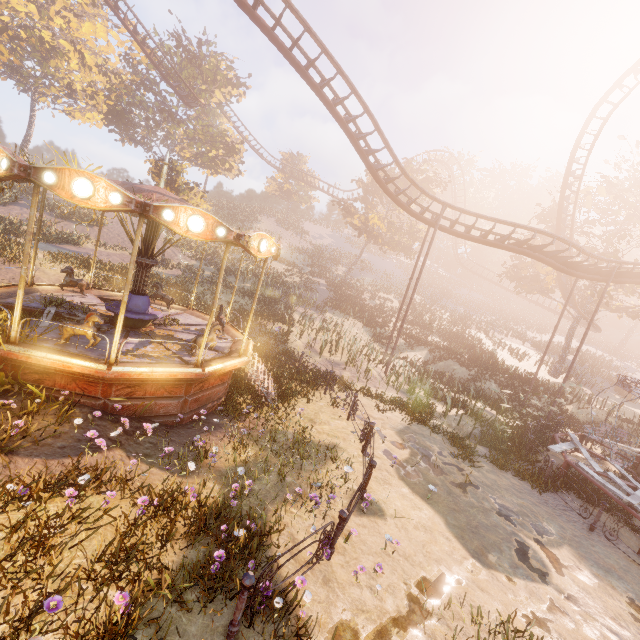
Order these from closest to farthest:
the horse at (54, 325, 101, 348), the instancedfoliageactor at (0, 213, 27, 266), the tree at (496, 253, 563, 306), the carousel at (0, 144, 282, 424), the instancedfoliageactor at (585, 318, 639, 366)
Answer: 1. the carousel at (0, 144, 282, 424)
2. the horse at (54, 325, 101, 348)
3. the instancedfoliageactor at (0, 213, 27, 266)
4. the tree at (496, 253, 563, 306)
5. the instancedfoliageactor at (585, 318, 639, 366)

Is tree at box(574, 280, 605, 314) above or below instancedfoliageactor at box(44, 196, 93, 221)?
above

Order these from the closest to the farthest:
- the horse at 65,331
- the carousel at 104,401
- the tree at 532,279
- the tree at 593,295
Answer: the carousel at 104,401 < the horse at 65,331 < the tree at 593,295 < the tree at 532,279

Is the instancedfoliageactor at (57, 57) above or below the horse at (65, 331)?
above

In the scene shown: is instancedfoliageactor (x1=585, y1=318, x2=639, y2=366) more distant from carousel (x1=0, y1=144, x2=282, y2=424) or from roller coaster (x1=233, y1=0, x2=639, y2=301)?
carousel (x1=0, y1=144, x2=282, y2=424)

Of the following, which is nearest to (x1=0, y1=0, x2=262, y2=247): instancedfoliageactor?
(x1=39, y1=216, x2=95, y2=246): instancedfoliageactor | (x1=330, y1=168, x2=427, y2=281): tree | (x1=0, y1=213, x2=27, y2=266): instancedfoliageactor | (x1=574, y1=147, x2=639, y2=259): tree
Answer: (x1=39, y1=216, x2=95, y2=246): instancedfoliageactor

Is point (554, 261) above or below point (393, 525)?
above

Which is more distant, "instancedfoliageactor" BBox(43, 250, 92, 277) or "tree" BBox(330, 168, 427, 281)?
"tree" BBox(330, 168, 427, 281)
